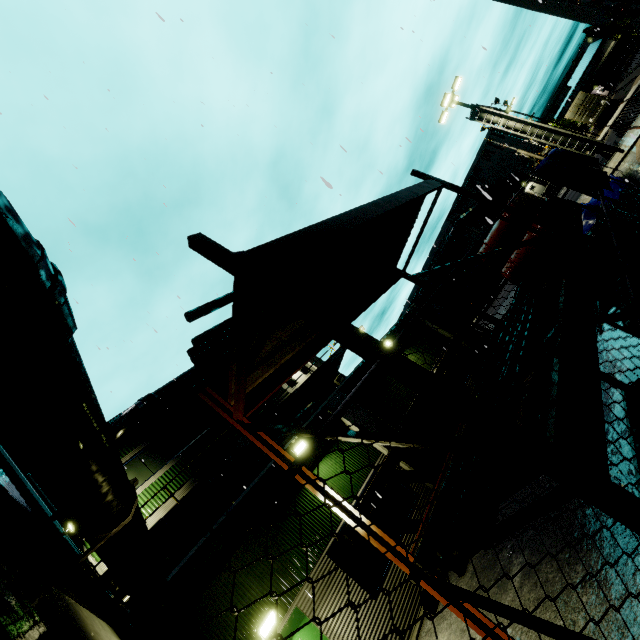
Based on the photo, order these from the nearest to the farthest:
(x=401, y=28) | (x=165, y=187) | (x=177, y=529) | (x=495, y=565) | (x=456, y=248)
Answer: (x=495, y=565) < (x=401, y=28) < (x=165, y=187) < (x=177, y=529) < (x=456, y=248)

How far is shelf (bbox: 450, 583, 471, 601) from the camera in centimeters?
240cm

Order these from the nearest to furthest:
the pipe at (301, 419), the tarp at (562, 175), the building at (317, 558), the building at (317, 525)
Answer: the building at (317, 558) → the building at (317, 525) → the tarp at (562, 175) → the pipe at (301, 419)

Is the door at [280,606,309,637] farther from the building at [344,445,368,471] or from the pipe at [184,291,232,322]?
the pipe at [184,291,232,322]

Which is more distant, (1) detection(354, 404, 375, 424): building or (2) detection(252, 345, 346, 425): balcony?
(2) detection(252, 345, 346, 425): balcony

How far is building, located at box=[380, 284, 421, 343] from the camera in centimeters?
1524cm

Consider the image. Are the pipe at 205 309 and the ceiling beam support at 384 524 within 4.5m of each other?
no

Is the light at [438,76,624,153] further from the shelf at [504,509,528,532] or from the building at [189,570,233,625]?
the shelf at [504,509,528,532]
